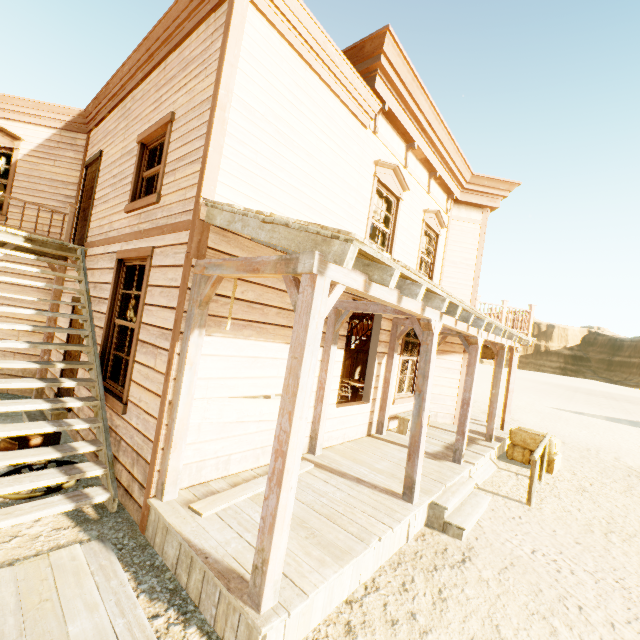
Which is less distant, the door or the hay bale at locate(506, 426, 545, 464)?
the door

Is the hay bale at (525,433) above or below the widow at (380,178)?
below

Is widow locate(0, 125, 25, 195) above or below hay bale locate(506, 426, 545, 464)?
above

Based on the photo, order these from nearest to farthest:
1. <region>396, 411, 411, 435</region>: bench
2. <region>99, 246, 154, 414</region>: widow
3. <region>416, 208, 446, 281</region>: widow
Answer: <region>99, 246, 154, 414</region>: widow → <region>396, 411, 411, 435</region>: bench → <region>416, 208, 446, 281</region>: widow

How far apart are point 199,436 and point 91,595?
1.65m

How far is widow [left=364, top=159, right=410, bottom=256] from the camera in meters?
6.5

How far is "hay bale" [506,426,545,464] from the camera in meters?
8.2

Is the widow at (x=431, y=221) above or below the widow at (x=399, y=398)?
above
